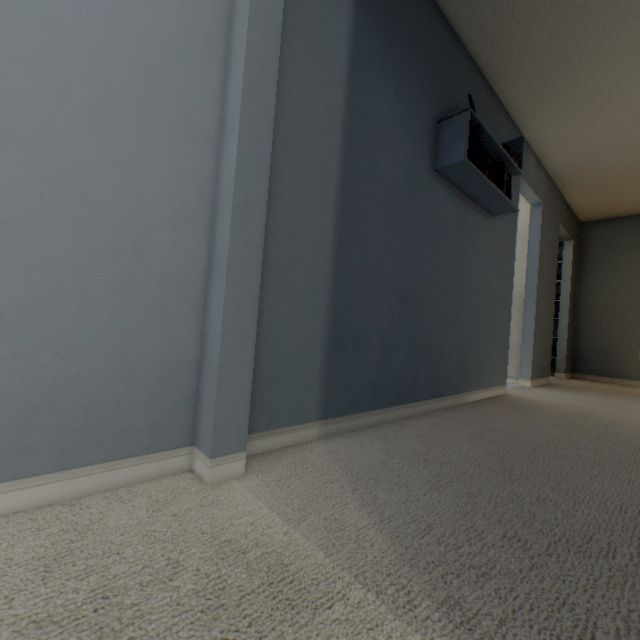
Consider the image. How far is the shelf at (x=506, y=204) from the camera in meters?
1.9

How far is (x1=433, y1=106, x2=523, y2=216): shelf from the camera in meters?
1.9

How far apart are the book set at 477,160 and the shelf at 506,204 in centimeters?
1cm

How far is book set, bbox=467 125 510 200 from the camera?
1.94m

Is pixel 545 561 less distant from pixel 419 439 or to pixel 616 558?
pixel 616 558

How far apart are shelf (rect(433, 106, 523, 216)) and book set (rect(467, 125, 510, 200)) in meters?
0.0 m
